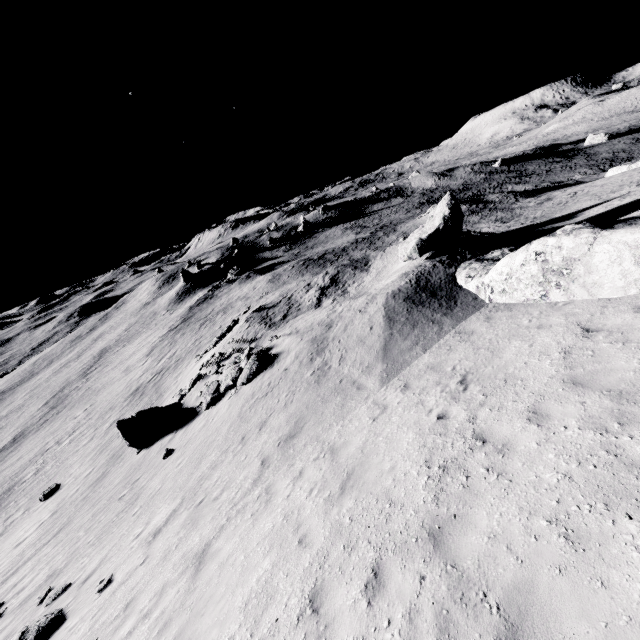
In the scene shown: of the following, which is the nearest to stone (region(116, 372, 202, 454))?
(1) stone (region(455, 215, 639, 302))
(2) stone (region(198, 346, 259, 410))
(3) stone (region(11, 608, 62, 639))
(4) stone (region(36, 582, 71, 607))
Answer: (2) stone (region(198, 346, 259, 410))

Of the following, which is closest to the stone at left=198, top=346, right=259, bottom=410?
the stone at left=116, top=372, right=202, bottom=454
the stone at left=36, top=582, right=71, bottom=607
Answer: the stone at left=116, top=372, right=202, bottom=454

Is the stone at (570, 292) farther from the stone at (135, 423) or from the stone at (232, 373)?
the stone at (135, 423)

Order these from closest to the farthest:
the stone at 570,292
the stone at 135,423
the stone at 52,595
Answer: the stone at 570,292 → the stone at 52,595 → the stone at 135,423

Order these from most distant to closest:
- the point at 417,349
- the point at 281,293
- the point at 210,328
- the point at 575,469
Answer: the point at 210,328
the point at 281,293
the point at 417,349
the point at 575,469

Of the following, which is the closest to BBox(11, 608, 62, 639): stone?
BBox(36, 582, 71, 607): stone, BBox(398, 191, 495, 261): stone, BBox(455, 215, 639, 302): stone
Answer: BBox(36, 582, 71, 607): stone

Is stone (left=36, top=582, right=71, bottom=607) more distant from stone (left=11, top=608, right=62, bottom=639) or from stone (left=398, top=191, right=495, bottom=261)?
stone (left=398, top=191, right=495, bottom=261)

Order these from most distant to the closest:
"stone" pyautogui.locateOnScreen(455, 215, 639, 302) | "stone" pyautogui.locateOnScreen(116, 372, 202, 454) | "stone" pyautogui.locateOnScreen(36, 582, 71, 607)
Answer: "stone" pyautogui.locateOnScreen(116, 372, 202, 454) → "stone" pyautogui.locateOnScreen(36, 582, 71, 607) → "stone" pyautogui.locateOnScreen(455, 215, 639, 302)
